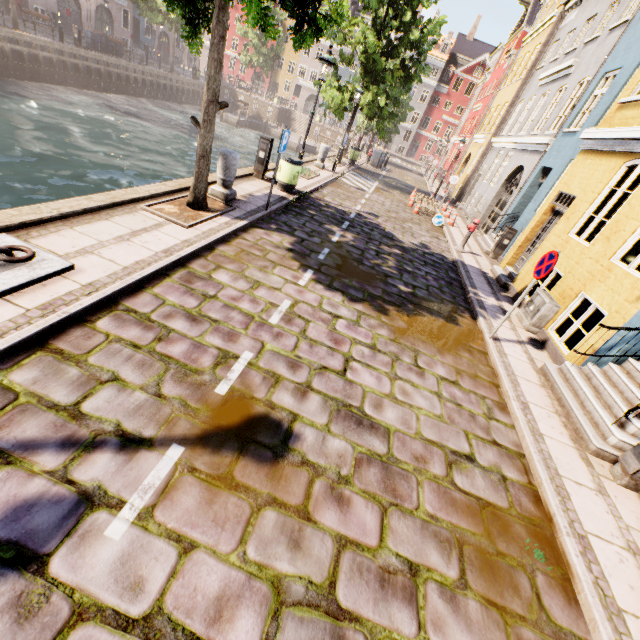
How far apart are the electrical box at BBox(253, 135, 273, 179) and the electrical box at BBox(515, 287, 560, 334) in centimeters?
860cm

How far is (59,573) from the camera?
2.0 meters

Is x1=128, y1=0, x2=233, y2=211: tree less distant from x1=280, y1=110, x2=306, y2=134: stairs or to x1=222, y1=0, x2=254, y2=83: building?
x1=222, y1=0, x2=254, y2=83: building

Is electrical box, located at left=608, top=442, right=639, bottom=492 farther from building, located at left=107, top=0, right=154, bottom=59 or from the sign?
building, located at left=107, top=0, right=154, bottom=59

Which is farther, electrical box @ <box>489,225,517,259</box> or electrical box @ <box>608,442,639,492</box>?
electrical box @ <box>489,225,517,259</box>

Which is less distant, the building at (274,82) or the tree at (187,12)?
the tree at (187,12)

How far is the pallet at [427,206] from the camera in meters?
16.0 m

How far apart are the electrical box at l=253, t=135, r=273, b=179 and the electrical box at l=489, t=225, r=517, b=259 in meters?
Answer: 9.0
